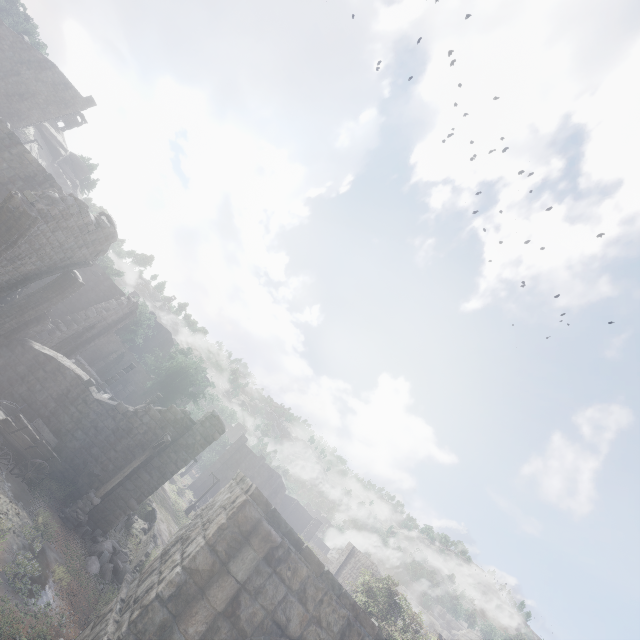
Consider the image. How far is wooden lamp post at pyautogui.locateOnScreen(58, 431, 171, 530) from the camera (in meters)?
12.97

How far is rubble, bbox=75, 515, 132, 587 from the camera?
12.4 meters

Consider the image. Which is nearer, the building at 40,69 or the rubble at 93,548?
the rubble at 93,548

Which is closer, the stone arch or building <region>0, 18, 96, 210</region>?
the stone arch

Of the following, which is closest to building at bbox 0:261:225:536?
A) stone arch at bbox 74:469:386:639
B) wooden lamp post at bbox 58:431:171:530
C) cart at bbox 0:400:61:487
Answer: stone arch at bbox 74:469:386:639

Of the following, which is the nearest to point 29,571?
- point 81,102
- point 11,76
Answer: point 11,76

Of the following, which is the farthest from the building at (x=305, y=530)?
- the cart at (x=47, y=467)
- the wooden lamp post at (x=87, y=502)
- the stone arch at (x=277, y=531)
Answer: the wooden lamp post at (x=87, y=502)

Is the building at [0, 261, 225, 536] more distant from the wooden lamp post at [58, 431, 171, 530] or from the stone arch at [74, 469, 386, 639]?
the wooden lamp post at [58, 431, 171, 530]
